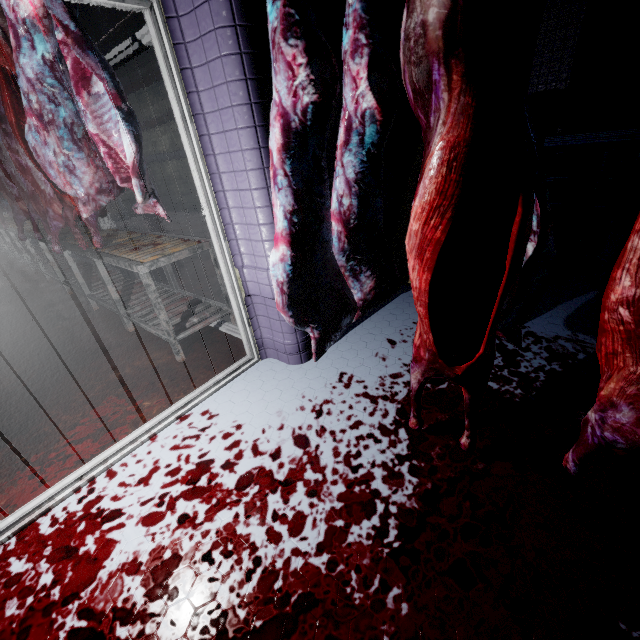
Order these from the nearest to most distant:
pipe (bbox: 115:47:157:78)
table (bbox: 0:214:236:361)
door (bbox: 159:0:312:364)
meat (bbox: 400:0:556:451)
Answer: meat (bbox: 400:0:556:451) < door (bbox: 159:0:312:364) < table (bbox: 0:214:236:361) < pipe (bbox: 115:47:157:78)

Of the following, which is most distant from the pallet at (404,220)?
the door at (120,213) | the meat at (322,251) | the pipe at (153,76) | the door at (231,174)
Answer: the door at (120,213)

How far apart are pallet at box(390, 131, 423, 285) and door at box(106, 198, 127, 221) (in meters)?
9.75

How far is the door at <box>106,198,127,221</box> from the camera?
9.6 meters

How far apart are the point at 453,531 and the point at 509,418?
0.7 meters

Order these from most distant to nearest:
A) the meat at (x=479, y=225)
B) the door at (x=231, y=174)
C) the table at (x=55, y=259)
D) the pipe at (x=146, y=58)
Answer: the pipe at (x=146, y=58)
the table at (x=55, y=259)
the door at (x=231, y=174)
the meat at (x=479, y=225)

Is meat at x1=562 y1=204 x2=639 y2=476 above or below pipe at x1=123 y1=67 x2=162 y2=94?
below

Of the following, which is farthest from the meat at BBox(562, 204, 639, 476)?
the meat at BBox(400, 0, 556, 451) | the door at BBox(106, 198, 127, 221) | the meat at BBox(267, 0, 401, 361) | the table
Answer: the door at BBox(106, 198, 127, 221)
